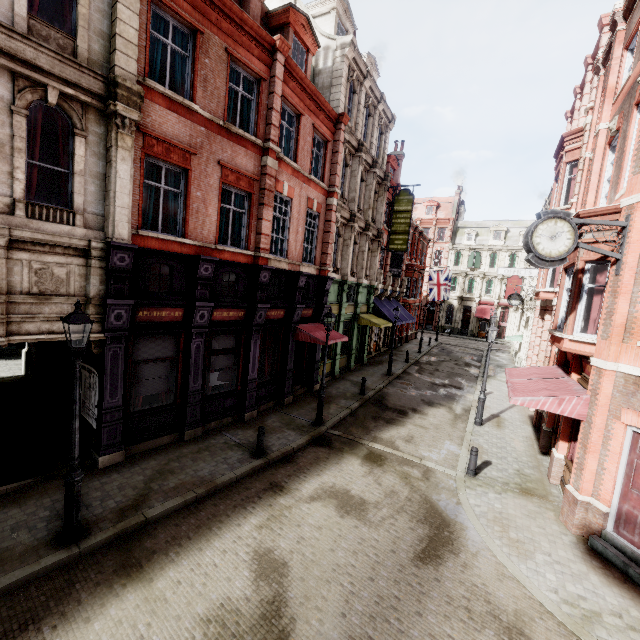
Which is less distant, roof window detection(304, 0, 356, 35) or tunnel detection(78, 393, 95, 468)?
tunnel detection(78, 393, 95, 468)

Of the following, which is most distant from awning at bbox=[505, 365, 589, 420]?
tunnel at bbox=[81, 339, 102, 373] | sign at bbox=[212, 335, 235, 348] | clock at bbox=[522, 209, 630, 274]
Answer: tunnel at bbox=[81, 339, 102, 373]

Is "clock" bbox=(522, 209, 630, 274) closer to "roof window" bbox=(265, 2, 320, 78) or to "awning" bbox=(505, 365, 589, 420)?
"awning" bbox=(505, 365, 589, 420)

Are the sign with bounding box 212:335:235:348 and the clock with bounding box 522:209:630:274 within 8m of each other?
no

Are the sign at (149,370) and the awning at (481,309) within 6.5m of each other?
no

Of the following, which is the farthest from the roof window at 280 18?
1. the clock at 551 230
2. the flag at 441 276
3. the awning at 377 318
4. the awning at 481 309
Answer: the awning at 481 309

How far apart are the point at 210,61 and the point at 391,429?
14.8m

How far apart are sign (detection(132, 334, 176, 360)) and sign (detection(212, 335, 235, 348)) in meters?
1.4 m
